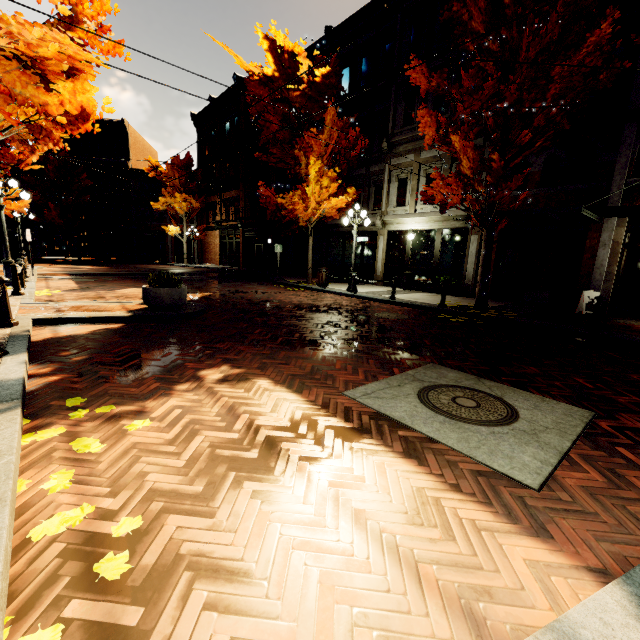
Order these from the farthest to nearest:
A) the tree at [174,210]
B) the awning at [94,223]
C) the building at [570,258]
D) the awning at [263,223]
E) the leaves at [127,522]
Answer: the awning at [94,223]
the tree at [174,210]
the awning at [263,223]
the building at [570,258]
the leaves at [127,522]

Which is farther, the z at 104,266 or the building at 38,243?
the building at 38,243

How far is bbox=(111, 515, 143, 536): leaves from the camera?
1.8 meters

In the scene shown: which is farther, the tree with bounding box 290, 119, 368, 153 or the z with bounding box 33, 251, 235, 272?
the z with bounding box 33, 251, 235, 272

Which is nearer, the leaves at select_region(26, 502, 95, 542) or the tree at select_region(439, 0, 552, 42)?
the leaves at select_region(26, 502, 95, 542)

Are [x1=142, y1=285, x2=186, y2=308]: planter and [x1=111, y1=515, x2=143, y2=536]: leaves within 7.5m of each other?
yes

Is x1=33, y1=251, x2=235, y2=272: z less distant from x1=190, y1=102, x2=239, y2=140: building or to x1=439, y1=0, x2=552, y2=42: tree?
x1=439, y1=0, x2=552, y2=42: tree

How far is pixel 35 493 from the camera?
2.12m
